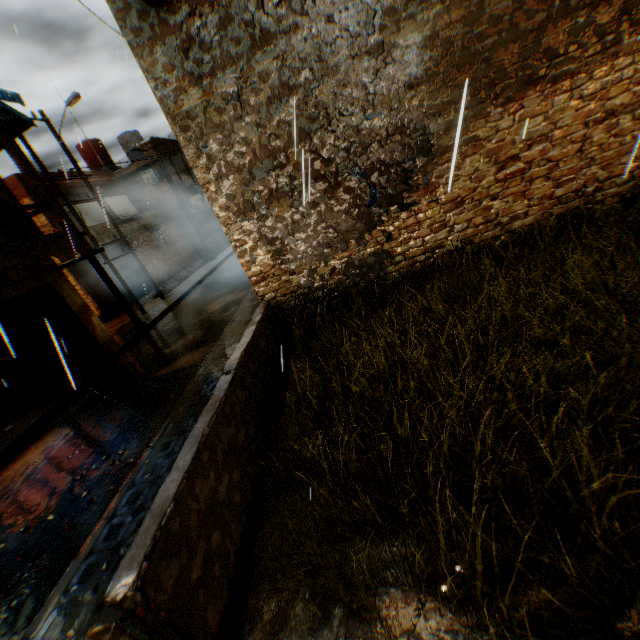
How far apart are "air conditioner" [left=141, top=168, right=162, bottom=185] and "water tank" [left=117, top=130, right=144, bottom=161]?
4.8 meters

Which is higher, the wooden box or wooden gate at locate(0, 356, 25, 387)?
wooden gate at locate(0, 356, 25, 387)

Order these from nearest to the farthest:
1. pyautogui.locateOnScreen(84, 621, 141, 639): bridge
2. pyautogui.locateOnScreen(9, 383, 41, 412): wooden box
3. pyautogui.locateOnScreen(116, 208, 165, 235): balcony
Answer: pyautogui.locateOnScreen(84, 621, 141, 639): bridge → pyautogui.locateOnScreen(9, 383, 41, 412): wooden box → pyautogui.locateOnScreen(116, 208, 165, 235): balcony

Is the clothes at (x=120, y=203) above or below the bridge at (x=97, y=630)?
above

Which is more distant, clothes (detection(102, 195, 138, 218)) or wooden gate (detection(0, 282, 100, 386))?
clothes (detection(102, 195, 138, 218))

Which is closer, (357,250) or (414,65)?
(414,65)

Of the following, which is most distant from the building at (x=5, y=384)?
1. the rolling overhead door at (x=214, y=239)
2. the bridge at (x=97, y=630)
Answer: the bridge at (x=97, y=630)

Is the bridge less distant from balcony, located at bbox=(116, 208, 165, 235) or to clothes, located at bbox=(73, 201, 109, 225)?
balcony, located at bbox=(116, 208, 165, 235)
